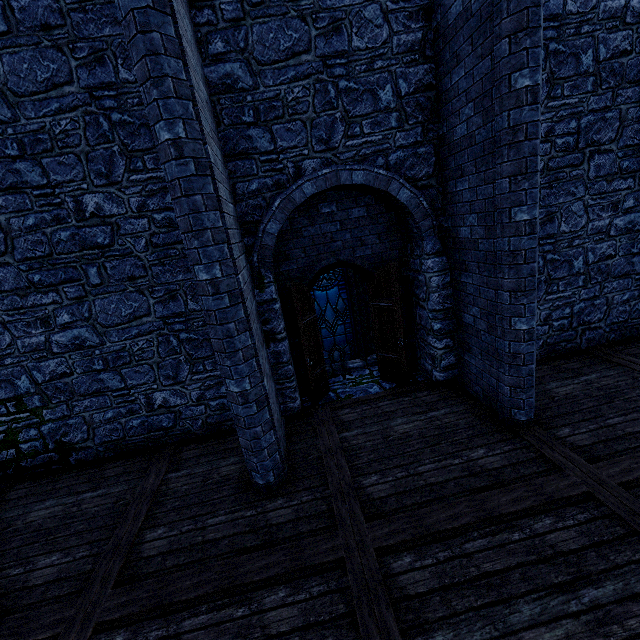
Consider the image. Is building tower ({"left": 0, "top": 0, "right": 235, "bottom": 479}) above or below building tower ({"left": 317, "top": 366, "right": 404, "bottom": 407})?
above

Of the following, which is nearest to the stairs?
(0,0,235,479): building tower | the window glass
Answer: (0,0,235,479): building tower

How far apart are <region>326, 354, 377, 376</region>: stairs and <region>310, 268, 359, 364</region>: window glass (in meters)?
1.09

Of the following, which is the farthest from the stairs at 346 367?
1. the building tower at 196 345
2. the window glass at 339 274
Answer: the window glass at 339 274

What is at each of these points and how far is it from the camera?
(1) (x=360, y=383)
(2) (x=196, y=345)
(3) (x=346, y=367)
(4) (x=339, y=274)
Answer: (1) building tower, 7.27m
(2) building tower, 5.80m
(3) stairs, 7.98m
(4) window glass, 8.86m

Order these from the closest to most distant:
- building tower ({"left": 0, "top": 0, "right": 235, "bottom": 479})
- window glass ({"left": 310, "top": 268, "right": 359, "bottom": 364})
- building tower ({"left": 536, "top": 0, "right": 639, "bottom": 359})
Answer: building tower ({"left": 0, "top": 0, "right": 235, "bottom": 479}), building tower ({"left": 536, "top": 0, "right": 639, "bottom": 359}), window glass ({"left": 310, "top": 268, "right": 359, "bottom": 364})
